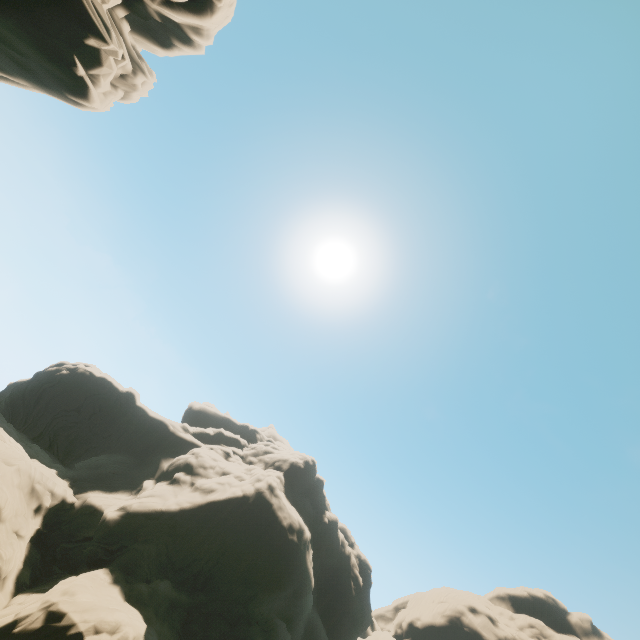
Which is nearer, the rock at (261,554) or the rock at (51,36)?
the rock at (51,36)

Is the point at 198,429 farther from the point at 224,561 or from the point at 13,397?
the point at 13,397

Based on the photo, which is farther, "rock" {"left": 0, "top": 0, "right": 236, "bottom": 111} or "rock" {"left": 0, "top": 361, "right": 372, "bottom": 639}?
"rock" {"left": 0, "top": 361, "right": 372, "bottom": 639}
